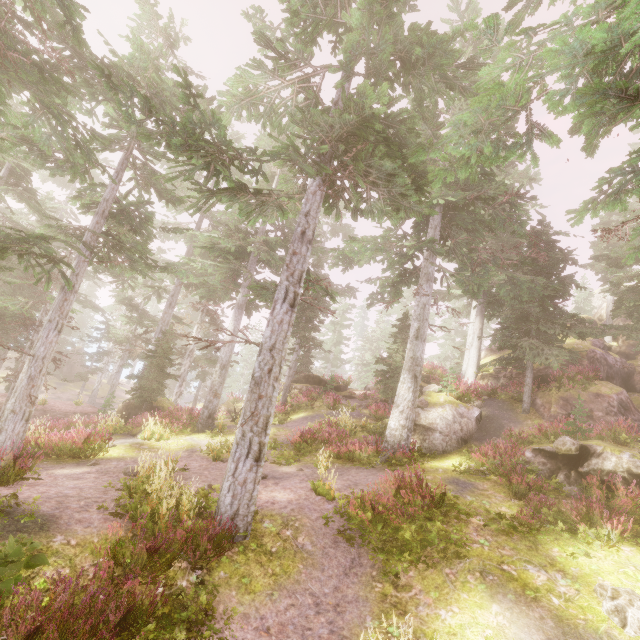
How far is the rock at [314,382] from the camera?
24.1m

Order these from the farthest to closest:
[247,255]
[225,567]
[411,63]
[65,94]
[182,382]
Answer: [182,382], [247,255], [65,94], [411,63], [225,567]

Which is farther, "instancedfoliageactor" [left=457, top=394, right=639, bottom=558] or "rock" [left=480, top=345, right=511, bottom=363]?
"rock" [left=480, top=345, right=511, bottom=363]

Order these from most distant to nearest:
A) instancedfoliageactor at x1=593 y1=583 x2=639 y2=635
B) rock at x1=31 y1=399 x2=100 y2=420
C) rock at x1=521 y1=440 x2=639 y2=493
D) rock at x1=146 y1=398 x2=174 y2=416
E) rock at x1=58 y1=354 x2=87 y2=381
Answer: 1. rock at x1=58 y1=354 x2=87 y2=381
2. rock at x1=31 y1=399 x2=100 y2=420
3. rock at x1=146 y1=398 x2=174 y2=416
4. rock at x1=521 y1=440 x2=639 y2=493
5. instancedfoliageactor at x1=593 y1=583 x2=639 y2=635

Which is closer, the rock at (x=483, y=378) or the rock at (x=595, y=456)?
the rock at (x=595, y=456)

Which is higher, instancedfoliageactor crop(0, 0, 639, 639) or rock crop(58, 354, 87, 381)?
instancedfoliageactor crop(0, 0, 639, 639)

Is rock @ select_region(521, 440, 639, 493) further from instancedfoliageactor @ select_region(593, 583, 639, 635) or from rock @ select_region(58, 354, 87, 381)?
rock @ select_region(58, 354, 87, 381)

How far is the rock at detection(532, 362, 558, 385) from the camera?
18.1 meters
